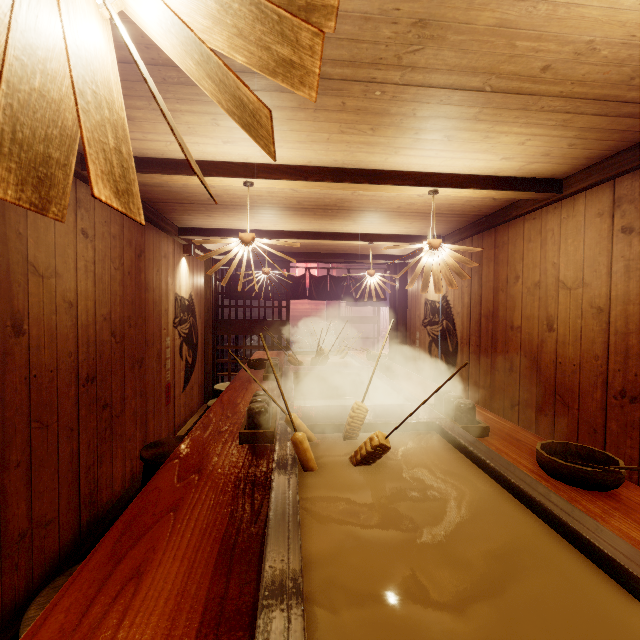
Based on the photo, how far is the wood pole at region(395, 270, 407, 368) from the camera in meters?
11.3

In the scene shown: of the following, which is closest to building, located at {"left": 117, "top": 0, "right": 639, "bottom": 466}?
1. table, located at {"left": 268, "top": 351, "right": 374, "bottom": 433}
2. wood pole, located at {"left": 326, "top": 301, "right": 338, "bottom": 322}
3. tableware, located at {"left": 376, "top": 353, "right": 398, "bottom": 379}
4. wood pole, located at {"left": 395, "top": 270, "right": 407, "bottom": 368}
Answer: wood pole, located at {"left": 395, "top": 270, "right": 407, "bottom": 368}

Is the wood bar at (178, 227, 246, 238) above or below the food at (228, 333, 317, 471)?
above

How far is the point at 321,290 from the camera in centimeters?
1195cm

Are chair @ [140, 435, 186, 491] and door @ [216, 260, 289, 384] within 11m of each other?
yes

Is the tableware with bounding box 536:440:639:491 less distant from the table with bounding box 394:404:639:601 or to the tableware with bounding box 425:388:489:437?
the table with bounding box 394:404:639:601

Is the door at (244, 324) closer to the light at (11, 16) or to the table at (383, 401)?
the table at (383, 401)

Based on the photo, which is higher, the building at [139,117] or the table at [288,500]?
the building at [139,117]
